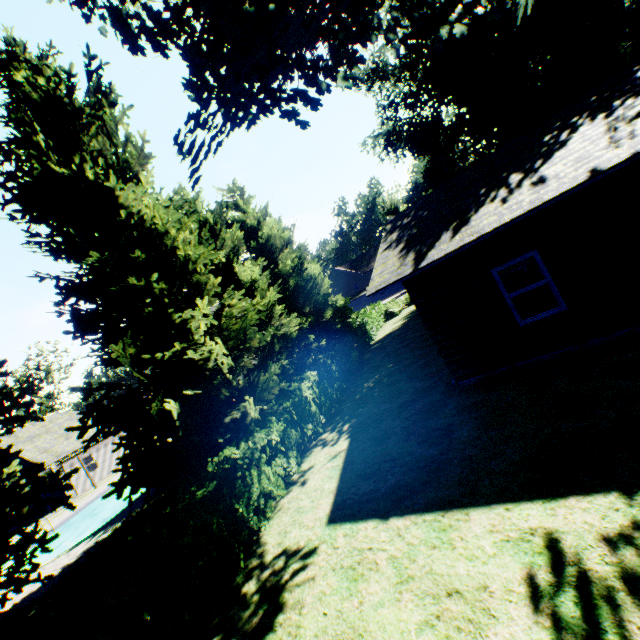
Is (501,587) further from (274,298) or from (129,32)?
(274,298)

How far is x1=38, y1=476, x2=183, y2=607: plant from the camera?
9.8m

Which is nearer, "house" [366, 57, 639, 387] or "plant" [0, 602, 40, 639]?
"house" [366, 57, 639, 387]

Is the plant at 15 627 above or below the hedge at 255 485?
below

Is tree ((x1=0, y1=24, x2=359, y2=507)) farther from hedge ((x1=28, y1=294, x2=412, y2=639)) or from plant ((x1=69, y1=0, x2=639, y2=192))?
plant ((x1=69, y1=0, x2=639, y2=192))

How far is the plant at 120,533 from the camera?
9.8m

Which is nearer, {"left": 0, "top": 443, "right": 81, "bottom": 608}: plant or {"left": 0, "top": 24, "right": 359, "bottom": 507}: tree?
{"left": 0, "top": 443, "right": 81, "bottom": 608}: plant

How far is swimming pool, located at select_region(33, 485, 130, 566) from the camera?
17.5m
